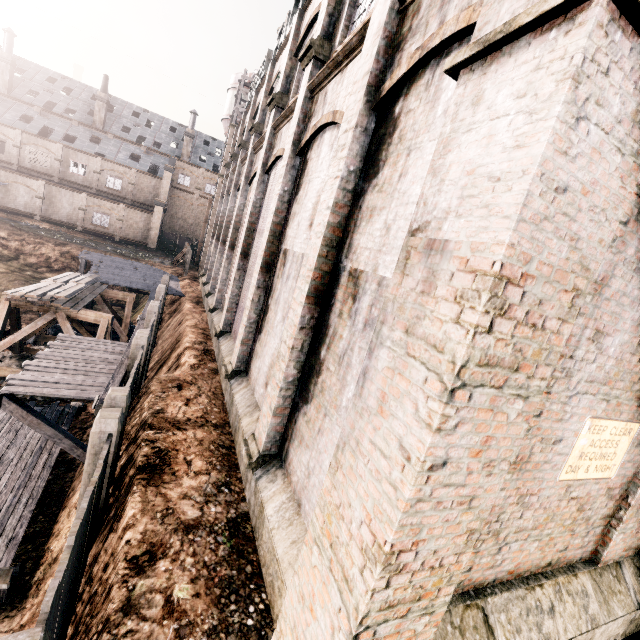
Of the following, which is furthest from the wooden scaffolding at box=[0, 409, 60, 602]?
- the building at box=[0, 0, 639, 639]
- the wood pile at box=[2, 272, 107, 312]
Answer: the building at box=[0, 0, 639, 639]

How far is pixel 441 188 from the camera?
2.8 meters

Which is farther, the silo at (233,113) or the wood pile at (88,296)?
the silo at (233,113)

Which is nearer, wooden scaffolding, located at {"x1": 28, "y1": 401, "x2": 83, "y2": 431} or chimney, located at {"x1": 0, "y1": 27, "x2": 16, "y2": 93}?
wooden scaffolding, located at {"x1": 28, "y1": 401, "x2": 83, "y2": 431}

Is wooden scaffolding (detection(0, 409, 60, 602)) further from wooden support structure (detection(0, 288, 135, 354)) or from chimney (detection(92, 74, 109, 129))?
chimney (detection(92, 74, 109, 129))

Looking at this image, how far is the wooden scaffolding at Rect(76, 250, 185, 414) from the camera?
11.23m

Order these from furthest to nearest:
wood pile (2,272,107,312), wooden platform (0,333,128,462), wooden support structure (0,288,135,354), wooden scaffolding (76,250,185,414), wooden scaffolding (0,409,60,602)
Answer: wooden support structure (0,288,135,354), wood pile (2,272,107,312), wooden scaffolding (76,250,185,414), wooden platform (0,333,128,462), wooden scaffolding (0,409,60,602)

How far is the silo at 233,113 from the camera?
34.0m
